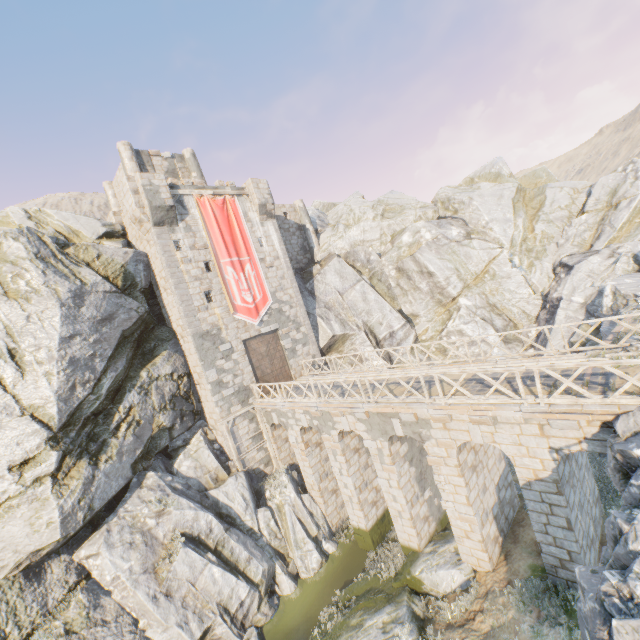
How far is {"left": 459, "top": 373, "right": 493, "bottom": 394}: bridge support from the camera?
11.3 meters

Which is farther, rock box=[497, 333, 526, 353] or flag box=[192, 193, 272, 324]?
rock box=[497, 333, 526, 353]

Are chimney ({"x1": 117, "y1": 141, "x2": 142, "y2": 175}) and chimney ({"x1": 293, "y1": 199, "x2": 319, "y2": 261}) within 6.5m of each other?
no

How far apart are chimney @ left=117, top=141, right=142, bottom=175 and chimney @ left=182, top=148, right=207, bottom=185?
3.19m

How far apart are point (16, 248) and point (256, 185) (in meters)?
14.10

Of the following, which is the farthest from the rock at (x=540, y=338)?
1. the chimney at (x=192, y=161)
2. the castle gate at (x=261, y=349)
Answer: the chimney at (x=192, y=161)

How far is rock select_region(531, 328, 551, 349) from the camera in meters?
21.4

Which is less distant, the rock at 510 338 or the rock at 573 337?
the rock at 573 337
